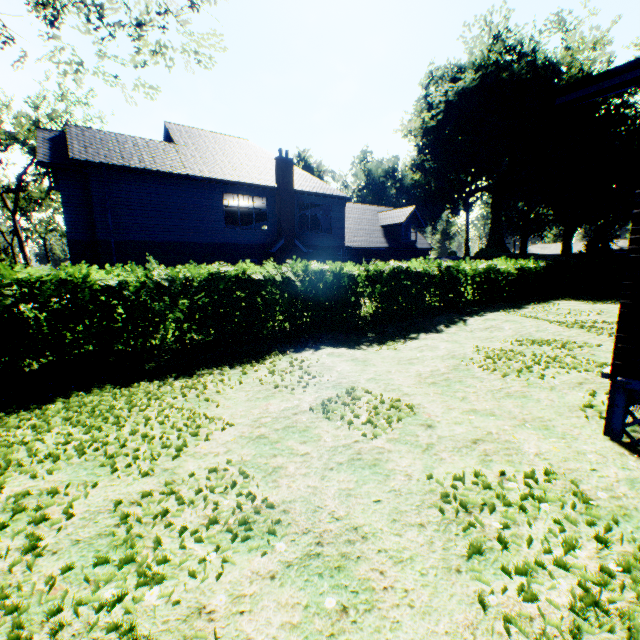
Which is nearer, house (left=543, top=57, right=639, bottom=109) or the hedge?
house (left=543, top=57, right=639, bottom=109)

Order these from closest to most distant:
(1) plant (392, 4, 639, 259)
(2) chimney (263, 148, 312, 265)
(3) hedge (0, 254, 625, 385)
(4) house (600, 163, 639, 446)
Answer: (4) house (600, 163, 639, 446)
(3) hedge (0, 254, 625, 385)
(2) chimney (263, 148, 312, 265)
(1) plant (392, 4, 639, 259)

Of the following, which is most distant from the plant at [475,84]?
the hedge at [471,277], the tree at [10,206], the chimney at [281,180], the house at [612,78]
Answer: the house at [612,78]

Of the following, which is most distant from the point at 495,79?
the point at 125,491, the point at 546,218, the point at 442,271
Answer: the point at 125,491

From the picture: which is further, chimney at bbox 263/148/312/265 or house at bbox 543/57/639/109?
chimney at bbox 263/148/312/265

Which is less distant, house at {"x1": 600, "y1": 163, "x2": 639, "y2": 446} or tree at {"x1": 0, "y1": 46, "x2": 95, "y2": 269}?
house at {"x1": 600, "y1": 163, "x2": 639, "y2": 446}

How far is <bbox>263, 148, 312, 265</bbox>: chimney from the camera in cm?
1959

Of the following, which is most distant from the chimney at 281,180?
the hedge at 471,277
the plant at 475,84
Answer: the plant at 475,84
